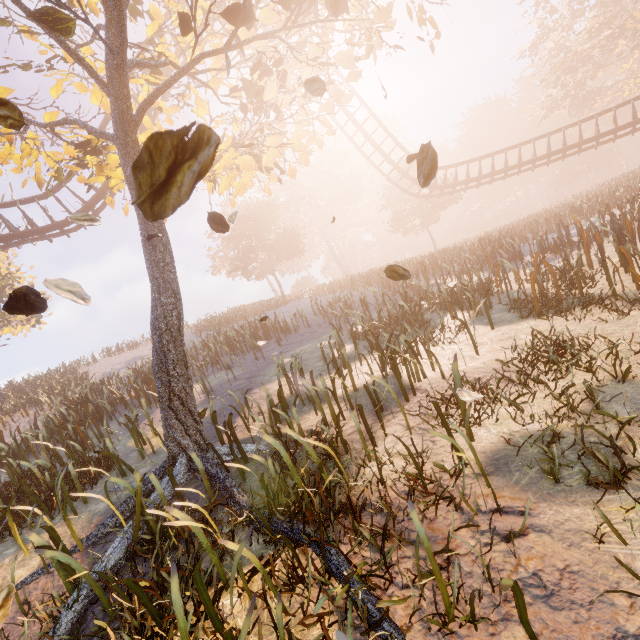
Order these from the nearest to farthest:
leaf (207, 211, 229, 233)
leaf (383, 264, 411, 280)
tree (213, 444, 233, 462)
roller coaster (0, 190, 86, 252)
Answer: leaf (207, 211, 229, 233)
leaf (383, 264, 411, 280)
tree (213, 444, 233, 462)
roller coaster (0, 190, 86, 252)

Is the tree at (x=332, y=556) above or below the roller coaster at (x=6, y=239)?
below

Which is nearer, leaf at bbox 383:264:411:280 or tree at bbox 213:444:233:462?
leaf at bbox 383:264:411:280

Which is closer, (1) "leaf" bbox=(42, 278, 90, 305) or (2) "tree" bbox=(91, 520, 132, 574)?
(1) "leaf" bbox=(42, 278, 90, 305)

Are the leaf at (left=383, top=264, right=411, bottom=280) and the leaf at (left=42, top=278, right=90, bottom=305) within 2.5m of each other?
no

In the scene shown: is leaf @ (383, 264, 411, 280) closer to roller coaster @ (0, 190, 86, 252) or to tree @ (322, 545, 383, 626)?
tree @ (322, 545, 383, 626)

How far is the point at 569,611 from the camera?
2.0 meters

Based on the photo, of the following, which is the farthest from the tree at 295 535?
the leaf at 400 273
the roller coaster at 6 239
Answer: the leaf at 400 273
